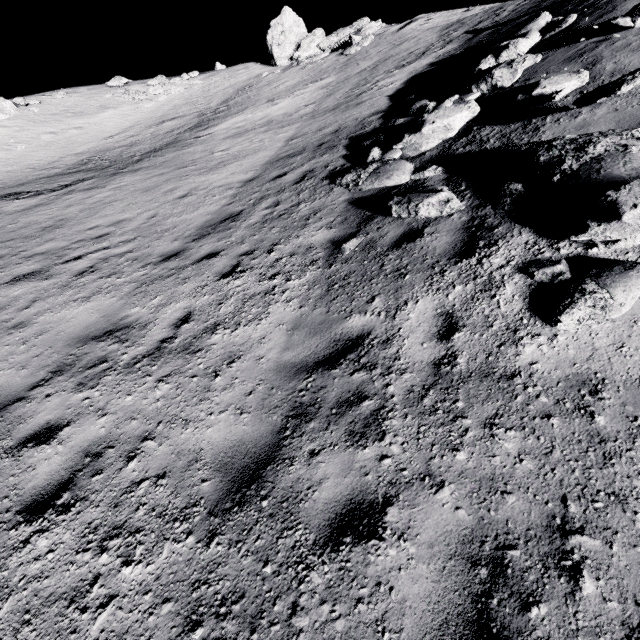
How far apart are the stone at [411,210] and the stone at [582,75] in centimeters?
315cm

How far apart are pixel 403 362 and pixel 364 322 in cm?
79

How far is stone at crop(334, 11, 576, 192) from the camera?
7.1m

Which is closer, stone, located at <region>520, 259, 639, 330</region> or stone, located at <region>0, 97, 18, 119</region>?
stone, located at <region>520, 259, 639, 330</region>

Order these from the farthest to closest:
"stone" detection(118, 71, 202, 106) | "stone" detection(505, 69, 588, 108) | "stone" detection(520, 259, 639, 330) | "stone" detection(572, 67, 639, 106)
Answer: "stone" detection(118, 71, 202, 106) → "stone" detection(505, 69, 588, 108) → "stone" detection(572, 67, 639, 106) → "stone" detection(520, 259, 639, 330)

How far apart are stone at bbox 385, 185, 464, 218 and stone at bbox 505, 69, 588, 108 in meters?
3.2

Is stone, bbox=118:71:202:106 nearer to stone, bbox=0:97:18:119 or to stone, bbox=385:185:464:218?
stone, bbox=0:97:18:119

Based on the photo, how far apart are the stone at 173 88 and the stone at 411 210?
29.3m
